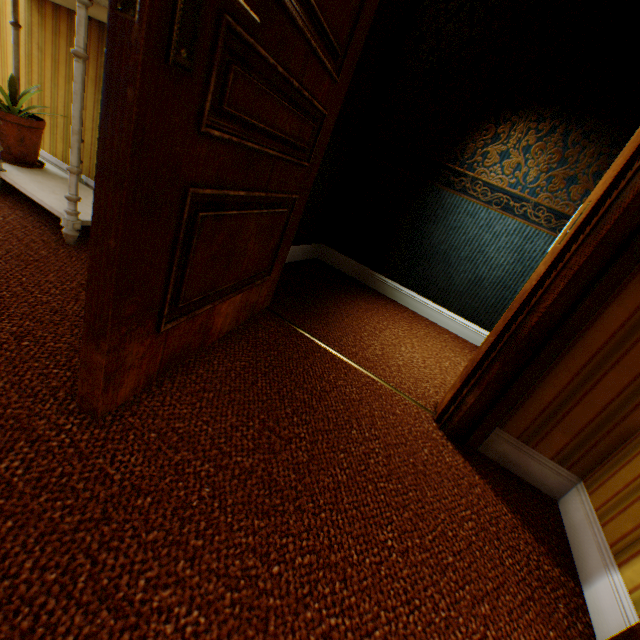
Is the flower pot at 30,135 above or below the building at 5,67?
below

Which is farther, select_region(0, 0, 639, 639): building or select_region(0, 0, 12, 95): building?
select_region(0, 0, 12, 95): building

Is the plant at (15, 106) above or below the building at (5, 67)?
below

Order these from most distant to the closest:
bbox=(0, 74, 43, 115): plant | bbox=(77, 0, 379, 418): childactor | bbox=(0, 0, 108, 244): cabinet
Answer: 1. bbox=(0, 74, 43, 115): plant
2. bbox=(0, 0, 108, 244): cabinet
3. bbox=(77, 0, 379, 418): childactor

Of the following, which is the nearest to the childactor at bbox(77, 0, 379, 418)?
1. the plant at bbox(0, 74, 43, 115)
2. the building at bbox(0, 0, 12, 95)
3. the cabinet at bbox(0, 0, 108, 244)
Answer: the building at bbox(0, 0, 12, 95)

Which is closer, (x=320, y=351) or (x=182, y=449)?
(x=182, y=449)

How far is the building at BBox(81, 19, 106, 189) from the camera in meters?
2.0 m

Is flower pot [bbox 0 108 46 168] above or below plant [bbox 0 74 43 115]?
below
